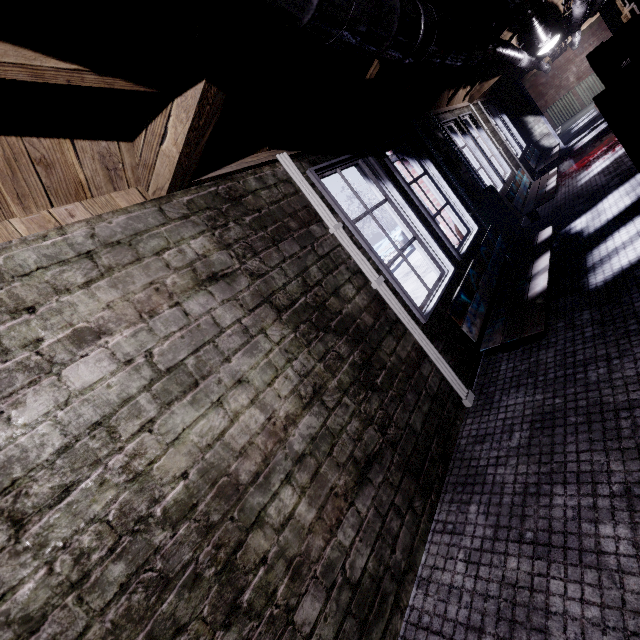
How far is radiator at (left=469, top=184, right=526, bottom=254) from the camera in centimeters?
364cm

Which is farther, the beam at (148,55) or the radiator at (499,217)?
the radiator at (499,217)

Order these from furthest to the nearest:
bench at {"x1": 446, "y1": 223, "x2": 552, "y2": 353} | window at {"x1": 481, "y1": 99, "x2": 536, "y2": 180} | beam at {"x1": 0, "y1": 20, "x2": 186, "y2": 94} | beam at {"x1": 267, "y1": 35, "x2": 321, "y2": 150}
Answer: window at {"x1": 481, "y1": 99, "x2": 536, "y2": 180}
bench at {"x1": 446, "y1": 223, "x2": 552, "y2": 353}
beam at {"x1": 267, "y1": 35, "x2": 321, "y2": 150}
beam at {"x1": 0, "y1": 20, "x2": 186, "y2": 94}

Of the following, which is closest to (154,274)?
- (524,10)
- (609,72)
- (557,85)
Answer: (524,10)

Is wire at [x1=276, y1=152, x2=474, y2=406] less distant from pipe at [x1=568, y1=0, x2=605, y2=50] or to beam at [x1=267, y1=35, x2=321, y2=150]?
beam at [x1=267, y1=35, x2=321, y2=150]

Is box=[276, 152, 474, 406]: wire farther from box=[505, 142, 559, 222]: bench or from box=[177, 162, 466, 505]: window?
box=[505, 142, 559, 222]: bench

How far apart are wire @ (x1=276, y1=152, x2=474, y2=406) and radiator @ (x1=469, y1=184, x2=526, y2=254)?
2.24m

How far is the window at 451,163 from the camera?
3.8 meters
